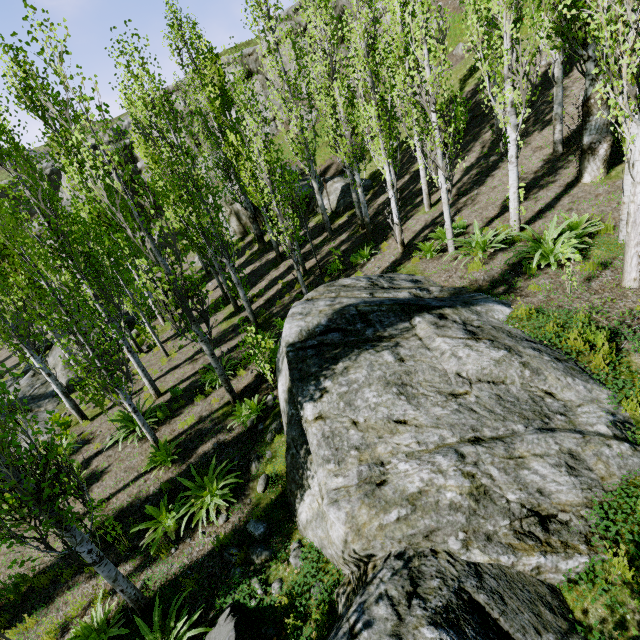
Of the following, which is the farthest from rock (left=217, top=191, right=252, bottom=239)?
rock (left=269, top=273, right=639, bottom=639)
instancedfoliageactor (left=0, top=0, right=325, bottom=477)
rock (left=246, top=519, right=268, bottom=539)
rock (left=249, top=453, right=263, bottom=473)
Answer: rock (left=246, top=519, right=268, bottom=539)

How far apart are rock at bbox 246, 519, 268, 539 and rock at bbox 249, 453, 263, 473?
1.0 meters

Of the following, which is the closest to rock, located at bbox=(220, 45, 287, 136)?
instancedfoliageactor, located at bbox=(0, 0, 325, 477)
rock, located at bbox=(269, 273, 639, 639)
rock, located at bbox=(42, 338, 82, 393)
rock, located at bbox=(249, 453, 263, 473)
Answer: instancedfoliageactor, located at bbox=(0, 0, 325, 477)

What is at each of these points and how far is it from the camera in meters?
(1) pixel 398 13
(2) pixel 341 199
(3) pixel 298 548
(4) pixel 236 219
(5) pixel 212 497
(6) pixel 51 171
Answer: (1) instancedfoliageactor, 10.6
(2) rock, 18.9
(3) rock, 5.4
(4) rock, 24.2
(5) instancedfoliageactor, 6.8
(6) rock, 48.3

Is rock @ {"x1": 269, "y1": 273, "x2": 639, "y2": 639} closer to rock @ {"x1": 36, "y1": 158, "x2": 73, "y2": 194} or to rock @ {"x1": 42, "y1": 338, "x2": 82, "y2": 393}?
rock @ {"x1": 42, "y1": 338, "x2": 82, "y2": 393}

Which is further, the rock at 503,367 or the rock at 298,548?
the rock at 298,548

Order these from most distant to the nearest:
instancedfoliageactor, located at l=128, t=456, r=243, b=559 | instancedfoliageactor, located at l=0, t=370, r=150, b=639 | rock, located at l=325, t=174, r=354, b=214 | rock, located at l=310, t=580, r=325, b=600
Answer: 1. rock, located at l=325, t=174, r=354, b=214
2. instancedfoliageactor, located at l=128, t=456, r=243, b=559
3. rock, located at l=310, t=580, r=325, b=600
4. instancedfoliageactor, located at l=0, t=370, r=150, b=639

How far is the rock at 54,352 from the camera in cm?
1627
